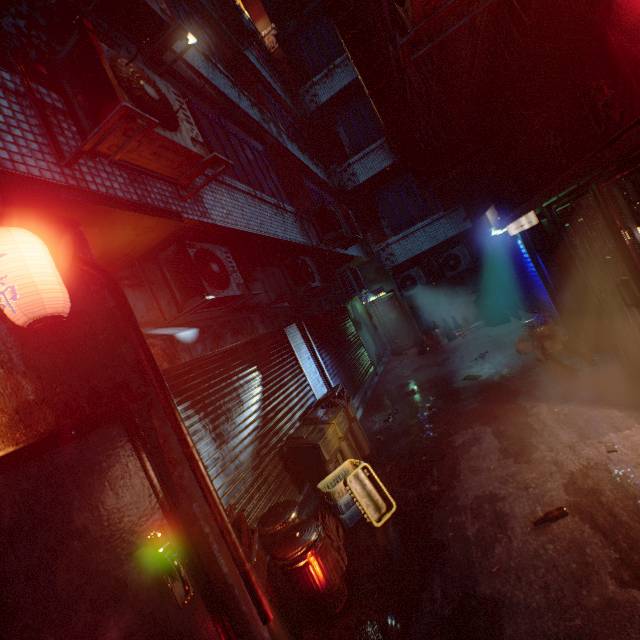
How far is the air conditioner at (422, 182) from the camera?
5.6 meters

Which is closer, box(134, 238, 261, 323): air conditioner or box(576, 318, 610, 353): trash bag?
box(134, 238, 261, 323): air conditioner

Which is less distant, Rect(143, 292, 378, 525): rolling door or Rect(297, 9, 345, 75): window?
Rect(143, 292, 378, 525): rolling door

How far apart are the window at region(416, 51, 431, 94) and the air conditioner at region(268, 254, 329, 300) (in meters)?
→ 3.39

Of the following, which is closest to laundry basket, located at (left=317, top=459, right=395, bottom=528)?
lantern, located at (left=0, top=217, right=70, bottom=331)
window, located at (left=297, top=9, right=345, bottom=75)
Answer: lantern, located at (left=0, top=217, right=70, bottom=331)

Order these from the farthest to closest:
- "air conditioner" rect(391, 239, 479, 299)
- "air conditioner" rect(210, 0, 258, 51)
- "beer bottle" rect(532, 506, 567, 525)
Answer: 1. "air conditioner" rect(391, 239, 479, 299)
2. "air conditioner" rect(210, 0, 258, 51)
3. "beer bottle" rect(532, 506, 567, 525)

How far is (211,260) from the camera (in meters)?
3.73

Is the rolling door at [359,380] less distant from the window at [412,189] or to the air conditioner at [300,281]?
the air conditioner at [300,281]
